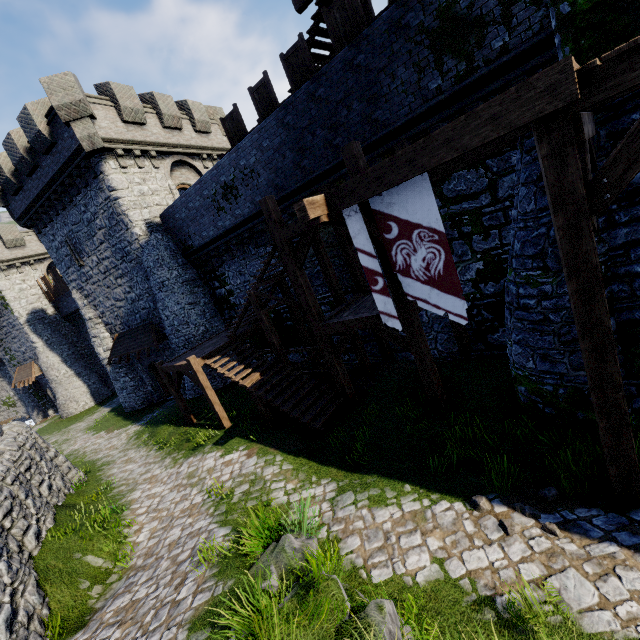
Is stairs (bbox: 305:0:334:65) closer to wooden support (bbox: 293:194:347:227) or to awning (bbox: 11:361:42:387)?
wooden support (bbox: 293:194:347:227)

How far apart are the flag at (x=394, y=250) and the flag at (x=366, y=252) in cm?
21

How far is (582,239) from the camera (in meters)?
3.97

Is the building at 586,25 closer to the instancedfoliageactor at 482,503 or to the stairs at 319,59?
the stairs at 319,59

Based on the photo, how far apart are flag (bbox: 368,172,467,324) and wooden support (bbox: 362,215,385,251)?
0.8 meters

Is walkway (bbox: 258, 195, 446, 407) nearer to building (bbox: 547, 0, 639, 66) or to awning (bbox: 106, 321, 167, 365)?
building (bbox: 547, 0, 639, 66)

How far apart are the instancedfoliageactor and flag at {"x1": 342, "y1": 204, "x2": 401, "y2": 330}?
3.24m

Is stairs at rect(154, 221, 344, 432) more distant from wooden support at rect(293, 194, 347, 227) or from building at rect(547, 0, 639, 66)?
building at rect(547, 0, 639, 66)
